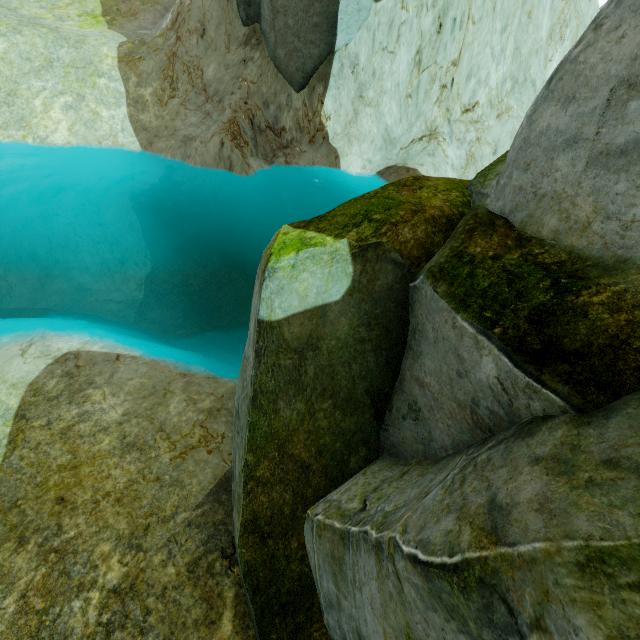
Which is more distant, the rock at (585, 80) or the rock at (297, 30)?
the rock at (297, 30)

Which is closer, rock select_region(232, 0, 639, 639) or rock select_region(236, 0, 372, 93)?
rock select_region(232, 0, 639, 639)

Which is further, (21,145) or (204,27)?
(204,27)
